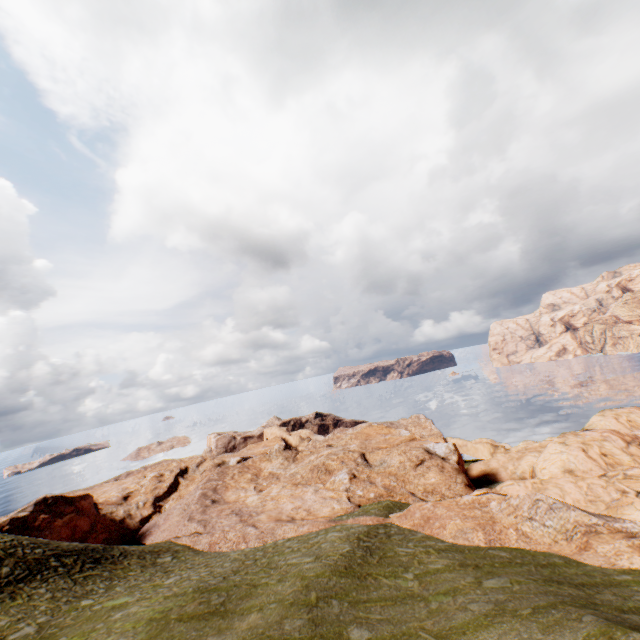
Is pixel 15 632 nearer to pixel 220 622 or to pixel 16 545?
pixel 16 545
